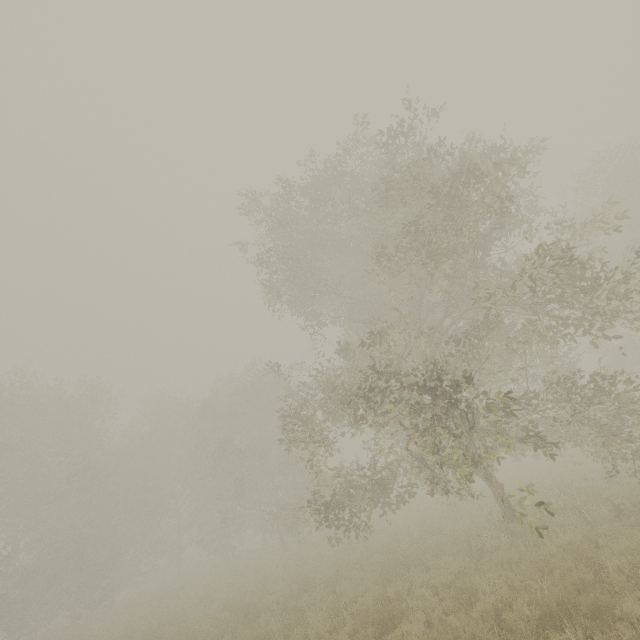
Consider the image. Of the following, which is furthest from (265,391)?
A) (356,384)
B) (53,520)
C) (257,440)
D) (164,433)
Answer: (53,520)
